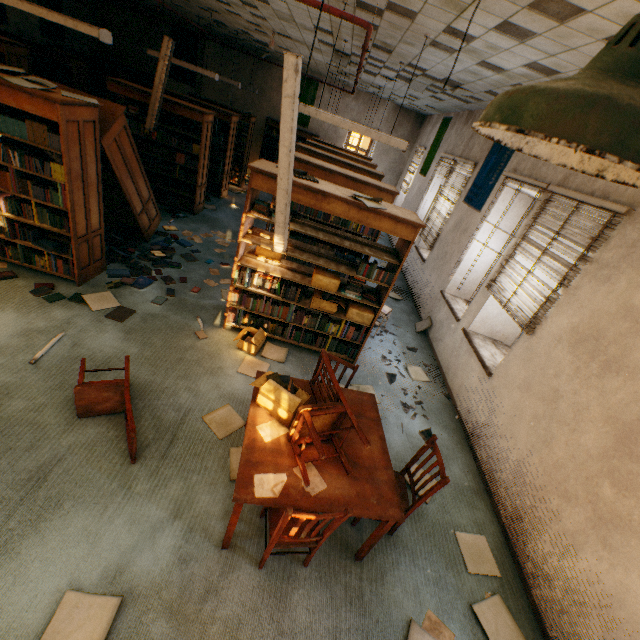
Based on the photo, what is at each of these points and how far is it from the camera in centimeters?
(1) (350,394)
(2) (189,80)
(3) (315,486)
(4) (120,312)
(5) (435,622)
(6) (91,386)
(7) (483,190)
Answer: (1) table, 312cm
(2) banner, 1162cm
(3) paper, 224cm
(4) book, 419cm
(5) paper, 246cm
(6) chair, 278cm
(7) banner, 576cm

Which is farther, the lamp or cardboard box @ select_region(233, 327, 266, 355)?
cardboard box @ select_region(233, 327, 266, 355)

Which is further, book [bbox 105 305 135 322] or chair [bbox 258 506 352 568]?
book [bbox 105 305 135 322]

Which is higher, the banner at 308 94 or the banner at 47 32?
the banner at 308 94

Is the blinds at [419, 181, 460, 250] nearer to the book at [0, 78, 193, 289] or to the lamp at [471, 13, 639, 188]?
the book at [0, 78, 193, 289]

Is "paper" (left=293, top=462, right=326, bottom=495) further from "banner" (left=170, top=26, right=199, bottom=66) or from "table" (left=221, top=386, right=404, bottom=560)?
"banner" (left=170, top=26, right=199, bottom=66)

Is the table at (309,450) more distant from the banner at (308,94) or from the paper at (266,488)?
the banner at (308,94)

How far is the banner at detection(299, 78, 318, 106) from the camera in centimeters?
1142cm
